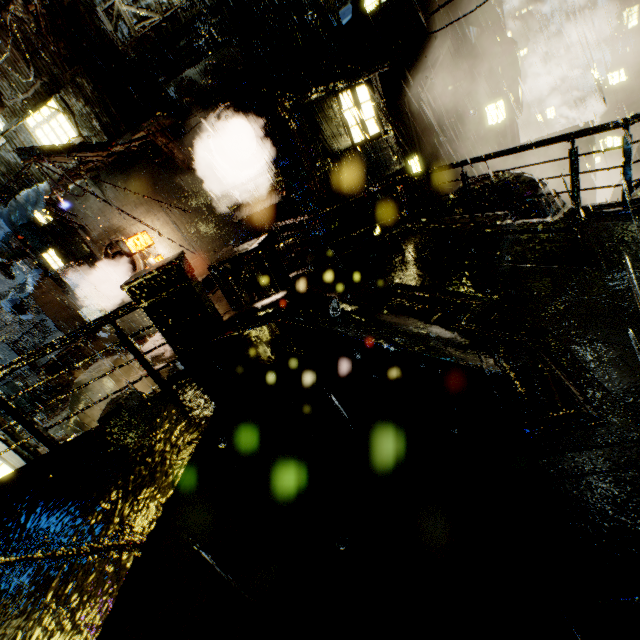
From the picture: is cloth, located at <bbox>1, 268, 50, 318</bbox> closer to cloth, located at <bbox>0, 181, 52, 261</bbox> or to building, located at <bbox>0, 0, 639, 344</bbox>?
building, located at <bbox>0, 0, 639, 344</bbox>

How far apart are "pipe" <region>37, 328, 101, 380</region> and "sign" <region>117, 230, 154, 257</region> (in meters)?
6.77

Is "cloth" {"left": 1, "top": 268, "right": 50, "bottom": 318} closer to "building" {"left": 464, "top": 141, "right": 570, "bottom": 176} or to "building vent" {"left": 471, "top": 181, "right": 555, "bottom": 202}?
"building" {"left": 464, "top": 141, "right": 570, "bottom": 176}

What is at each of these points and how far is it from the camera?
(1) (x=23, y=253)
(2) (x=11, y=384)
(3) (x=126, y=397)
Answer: (1) sign, 17.72m
(2) bridge, 16.52m
(3) gear, 4.97m

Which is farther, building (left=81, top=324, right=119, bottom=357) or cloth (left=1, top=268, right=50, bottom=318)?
building (left=81, top=324, right=119, bottom=357)

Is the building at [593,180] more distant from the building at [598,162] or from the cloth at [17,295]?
the building at [598,162]

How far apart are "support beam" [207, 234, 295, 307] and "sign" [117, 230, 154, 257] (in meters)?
10.41

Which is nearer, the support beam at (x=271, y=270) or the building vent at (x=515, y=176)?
the support beam at (x=271, y=270)
